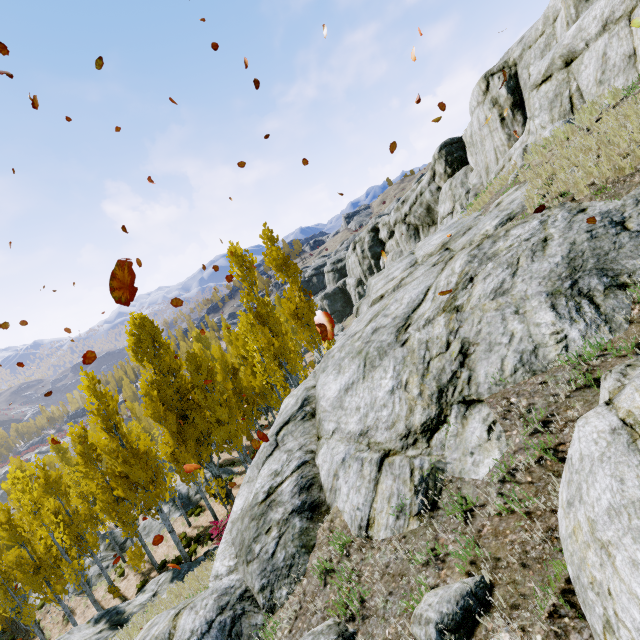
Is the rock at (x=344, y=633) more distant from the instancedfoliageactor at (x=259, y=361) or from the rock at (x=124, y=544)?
the rock at (x=124, y=544)

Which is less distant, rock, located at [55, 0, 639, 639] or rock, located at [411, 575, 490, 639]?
rock, located at [411, 575, 490, 639]

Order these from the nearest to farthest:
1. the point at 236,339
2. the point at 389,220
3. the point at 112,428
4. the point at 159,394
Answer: the point at 112,428
the point at 159,394
the point at 236,339
the point at 389,220

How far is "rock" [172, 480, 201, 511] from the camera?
26.59m

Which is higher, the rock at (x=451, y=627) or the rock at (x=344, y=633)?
the rock at (x=451, y=627)

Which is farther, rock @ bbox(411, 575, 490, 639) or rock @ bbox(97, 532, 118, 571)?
rock @ bbox(97, 532, 118, 571)
